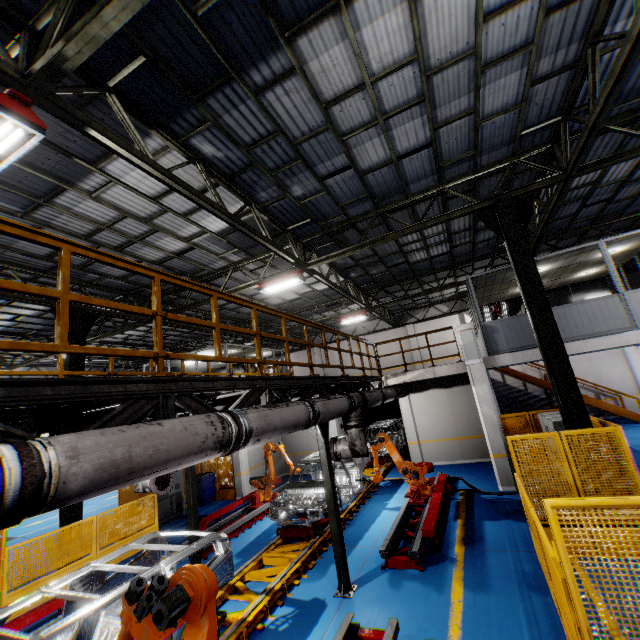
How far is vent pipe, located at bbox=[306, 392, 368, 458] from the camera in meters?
5.9 m

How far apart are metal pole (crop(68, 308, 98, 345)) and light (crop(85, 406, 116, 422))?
6.9 meters

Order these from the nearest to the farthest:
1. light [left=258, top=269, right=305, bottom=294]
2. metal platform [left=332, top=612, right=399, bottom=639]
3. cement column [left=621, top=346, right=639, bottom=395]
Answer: metal platform [left=332, top=612, right=399, bottom=639] → light [left=258, top=269, right=305, bottom=294] → cement column [left=621, top=346, right=639, bottom=395]

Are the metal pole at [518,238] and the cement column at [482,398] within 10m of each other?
yes

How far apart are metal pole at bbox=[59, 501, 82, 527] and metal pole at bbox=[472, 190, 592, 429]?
12.95m

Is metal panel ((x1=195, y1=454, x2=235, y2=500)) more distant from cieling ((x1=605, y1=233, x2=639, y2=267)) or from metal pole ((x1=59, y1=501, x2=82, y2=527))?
cieling ((x1=605, y1=233, x2=639, y2=267))

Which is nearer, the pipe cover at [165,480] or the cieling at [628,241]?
the pipe cover at [165,480]

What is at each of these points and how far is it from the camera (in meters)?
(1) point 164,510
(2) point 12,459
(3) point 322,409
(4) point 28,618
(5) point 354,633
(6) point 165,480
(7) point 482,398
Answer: (1) cabinet, 12.48
(2) vent pipe, 1.95
(3) vent pipe, 5.86
(4) metal platform, 6.02
(5) metal platform, 4.76
(6) pipe cover, 7.44
(7) cement column, 10.73
